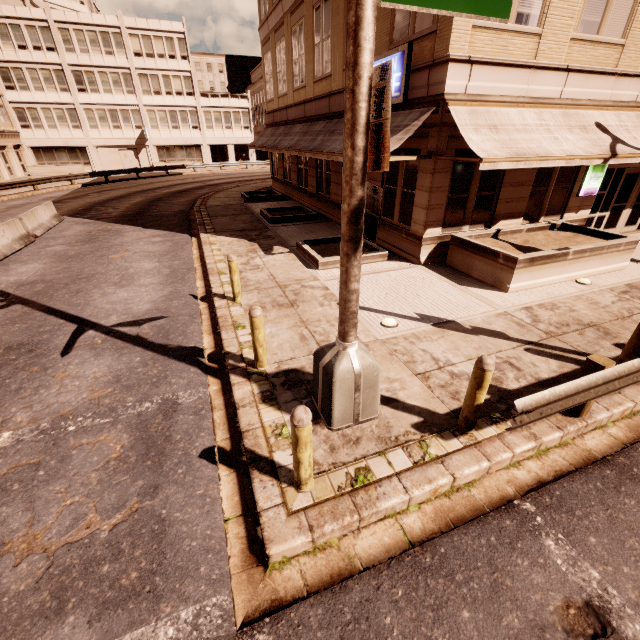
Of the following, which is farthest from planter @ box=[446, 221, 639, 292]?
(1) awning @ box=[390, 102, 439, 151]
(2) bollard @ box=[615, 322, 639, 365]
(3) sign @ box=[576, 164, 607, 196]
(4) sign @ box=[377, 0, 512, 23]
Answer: (4) sign @ box=[377, 0, 512, 23]

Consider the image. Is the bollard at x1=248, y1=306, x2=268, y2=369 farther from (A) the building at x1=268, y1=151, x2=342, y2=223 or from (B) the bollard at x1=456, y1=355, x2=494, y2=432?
(A) the building at x1=268, y1=151, x2=342, y2=223

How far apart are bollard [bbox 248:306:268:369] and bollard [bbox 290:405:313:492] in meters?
2.3 m

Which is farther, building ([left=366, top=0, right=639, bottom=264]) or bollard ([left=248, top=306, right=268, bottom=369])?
building ([left=366, top=0, right=639, bottom=264])

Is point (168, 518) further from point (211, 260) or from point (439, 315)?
point (211, 260)

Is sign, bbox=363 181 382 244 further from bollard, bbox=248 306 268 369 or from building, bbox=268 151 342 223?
building, bbox=268 151 342 223

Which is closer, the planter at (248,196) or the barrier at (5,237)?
the barrier at (5,237)

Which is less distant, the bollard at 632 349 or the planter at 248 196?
the bollard at 632 349
